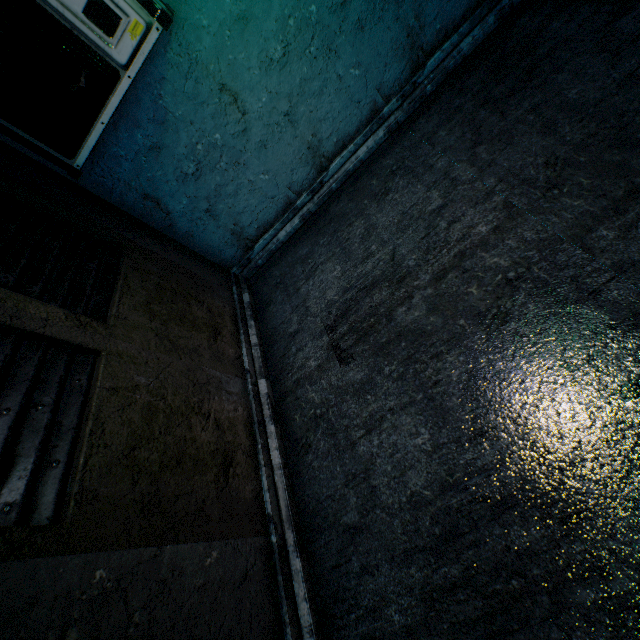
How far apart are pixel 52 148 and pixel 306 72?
2.0 meters
